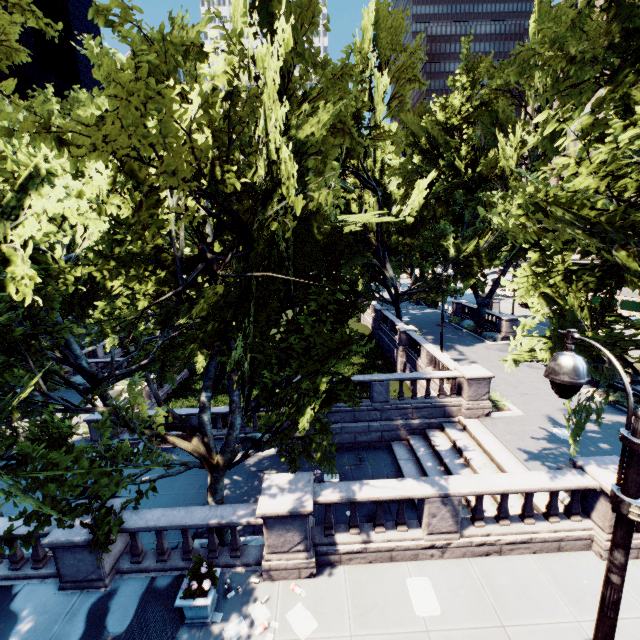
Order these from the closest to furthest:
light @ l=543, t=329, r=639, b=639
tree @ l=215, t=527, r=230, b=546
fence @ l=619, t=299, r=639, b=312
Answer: light @ l=543, t=329, r=639, b=639 < tree @ l=215, t=527, r=230, b=546 < fence @ l=619, t=299, r=639, b=312

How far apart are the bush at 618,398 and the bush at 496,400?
5.2 meters

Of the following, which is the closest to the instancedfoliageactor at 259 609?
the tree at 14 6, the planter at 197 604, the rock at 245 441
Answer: the planter at 197 604

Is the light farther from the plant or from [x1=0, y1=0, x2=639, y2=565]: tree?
the plant

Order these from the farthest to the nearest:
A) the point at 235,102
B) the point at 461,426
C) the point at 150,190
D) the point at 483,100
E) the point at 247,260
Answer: the point at 483,100
the point at 461,426
the point at 247,260
the point at 235,102
the point at 150,190

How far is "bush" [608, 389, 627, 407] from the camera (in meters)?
16.91

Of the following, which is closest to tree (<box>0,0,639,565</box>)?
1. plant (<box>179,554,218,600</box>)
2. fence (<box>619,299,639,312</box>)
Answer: plant (<box>179,554,218,600</box>)

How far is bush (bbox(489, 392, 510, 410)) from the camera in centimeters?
1714cm
